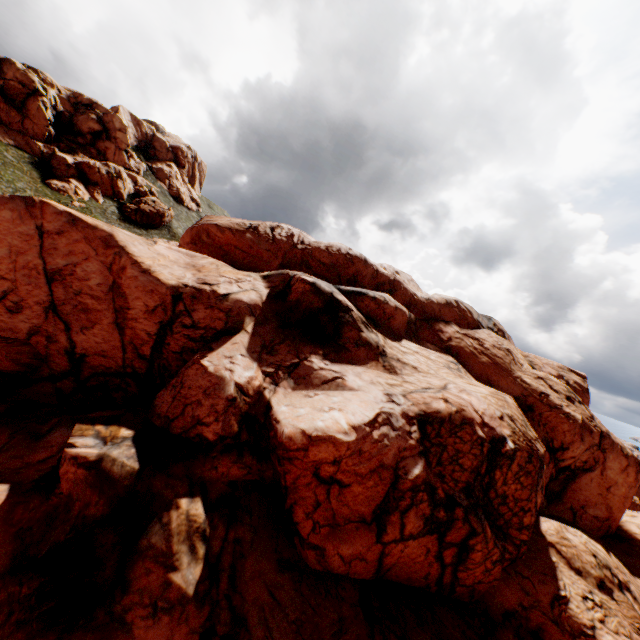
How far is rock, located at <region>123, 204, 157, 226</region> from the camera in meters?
57.6

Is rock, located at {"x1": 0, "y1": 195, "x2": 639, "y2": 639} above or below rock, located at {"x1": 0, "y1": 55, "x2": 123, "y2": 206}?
below

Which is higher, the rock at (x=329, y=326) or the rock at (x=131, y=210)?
the rock at (x=131, y=210)

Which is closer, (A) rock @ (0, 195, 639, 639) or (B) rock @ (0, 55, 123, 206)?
(A) rock @ (0, 195, 639, 639)

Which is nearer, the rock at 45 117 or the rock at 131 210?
the rock at 45 117

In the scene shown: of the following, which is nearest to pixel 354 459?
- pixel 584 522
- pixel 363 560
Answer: pixel 363 560

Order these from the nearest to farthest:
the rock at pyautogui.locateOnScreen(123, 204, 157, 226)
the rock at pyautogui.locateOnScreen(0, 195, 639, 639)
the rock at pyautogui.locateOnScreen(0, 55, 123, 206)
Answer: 1. the rock at pyautogui.locateOnScreen(0, 195, 639, 639)
2. the rock at pyautogui.locateOnScreen(0, 55, 123, 206)
3. the rock at pyautogui.locateOnScreen(123, 204, 157, 226)
